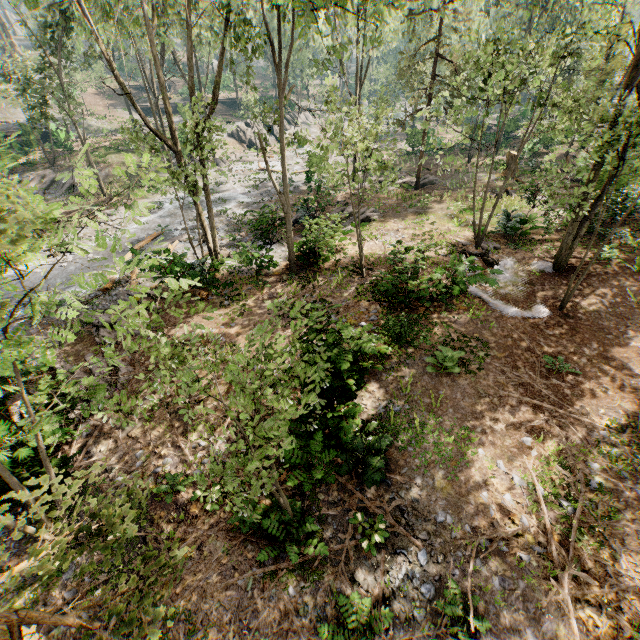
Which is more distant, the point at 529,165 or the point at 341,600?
the point at 529,165

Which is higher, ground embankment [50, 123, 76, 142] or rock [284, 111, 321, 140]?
ground embankment [50, 123, 76, 142]

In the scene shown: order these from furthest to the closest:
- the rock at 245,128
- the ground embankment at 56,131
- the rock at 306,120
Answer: the rock at 306,120 < the rock at 245,128 < the ground embankment at 56,131

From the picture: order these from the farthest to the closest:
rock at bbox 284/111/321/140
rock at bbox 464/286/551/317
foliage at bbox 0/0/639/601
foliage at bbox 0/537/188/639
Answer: rock at bbox 284/111/321/140
rock at bbox 464/286/551/317
foliage at bbox 0/0/639/601
foliage at bbox 0/537/188/639

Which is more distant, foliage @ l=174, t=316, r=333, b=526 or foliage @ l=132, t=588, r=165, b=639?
foliage @ l=174, t=316, r=333, b=526

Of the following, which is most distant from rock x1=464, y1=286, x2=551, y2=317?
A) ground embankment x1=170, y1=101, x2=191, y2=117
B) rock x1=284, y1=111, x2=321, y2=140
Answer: ground embankment x1=170, y1=101, x2=191, y2=117

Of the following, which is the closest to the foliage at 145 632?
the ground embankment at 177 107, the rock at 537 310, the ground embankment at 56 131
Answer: the ground embankment at 56 131
